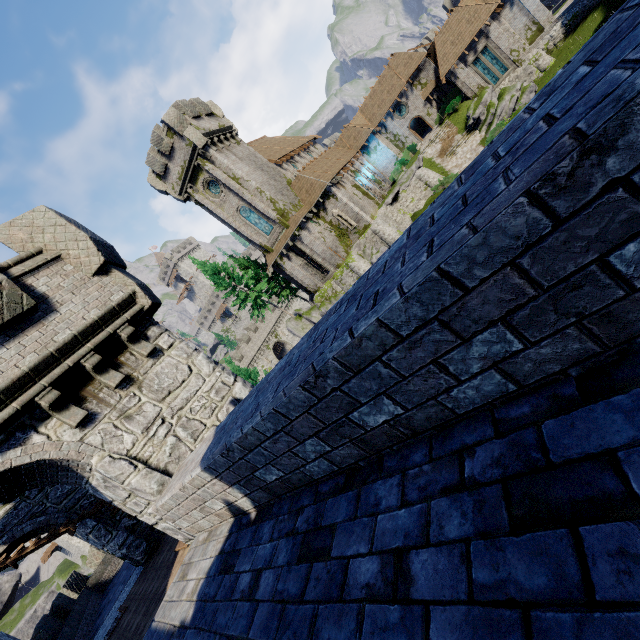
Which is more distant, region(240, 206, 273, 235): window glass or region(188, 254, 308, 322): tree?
region(188, 254, 308, 322): tree

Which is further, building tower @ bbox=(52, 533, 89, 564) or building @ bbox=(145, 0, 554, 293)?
building tower @ bbox=(52, 533, 89, 564)

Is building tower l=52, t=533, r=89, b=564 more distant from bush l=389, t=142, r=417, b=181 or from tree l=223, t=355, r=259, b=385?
bush l=389, t=142, r=417, b=181

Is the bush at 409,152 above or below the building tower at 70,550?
below

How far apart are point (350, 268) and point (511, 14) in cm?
3128

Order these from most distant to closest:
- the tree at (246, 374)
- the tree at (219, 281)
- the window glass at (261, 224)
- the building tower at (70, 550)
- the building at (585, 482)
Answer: the building tower at (70, 550), the tree at (219, 281), the window glass at (261, 224), the tree at (246, 374), the building at (585, 482)

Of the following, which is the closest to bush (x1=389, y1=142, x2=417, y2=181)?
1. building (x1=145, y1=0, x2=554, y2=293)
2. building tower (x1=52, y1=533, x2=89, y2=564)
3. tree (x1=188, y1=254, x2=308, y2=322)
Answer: building (x1=145, y1=0, x2=554, y2=293)

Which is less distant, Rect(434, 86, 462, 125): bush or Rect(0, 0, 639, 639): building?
Rect(0, 0, 639, 639): building
